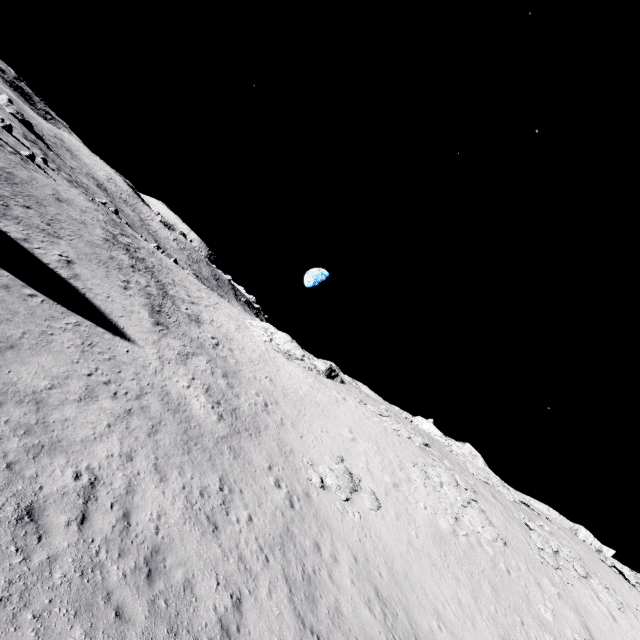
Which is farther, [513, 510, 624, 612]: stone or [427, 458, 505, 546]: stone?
[513, 510, 624, 612]: stone

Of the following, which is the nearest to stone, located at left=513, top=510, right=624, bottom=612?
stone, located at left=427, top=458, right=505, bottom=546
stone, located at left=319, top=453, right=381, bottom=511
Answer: stone, located at left=427, top=458, right=505, bottom=546

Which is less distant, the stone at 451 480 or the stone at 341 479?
the stone at 341 479

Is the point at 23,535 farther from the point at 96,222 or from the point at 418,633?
the point at 96,222

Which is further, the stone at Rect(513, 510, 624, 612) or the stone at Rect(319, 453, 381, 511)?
the stone at Rect(513, 510, 624, 612)

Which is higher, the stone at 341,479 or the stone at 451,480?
the stone at 451,480

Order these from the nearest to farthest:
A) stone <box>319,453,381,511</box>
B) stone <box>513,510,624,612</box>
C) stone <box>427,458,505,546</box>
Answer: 1. stone <box>319,453,381,511</box>
2. stone <box>427,458,505,546</box>
3. stone <box>513,510,624,612</box>

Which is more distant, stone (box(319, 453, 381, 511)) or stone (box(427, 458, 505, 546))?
stone (box(427, 458, 505, 546))
